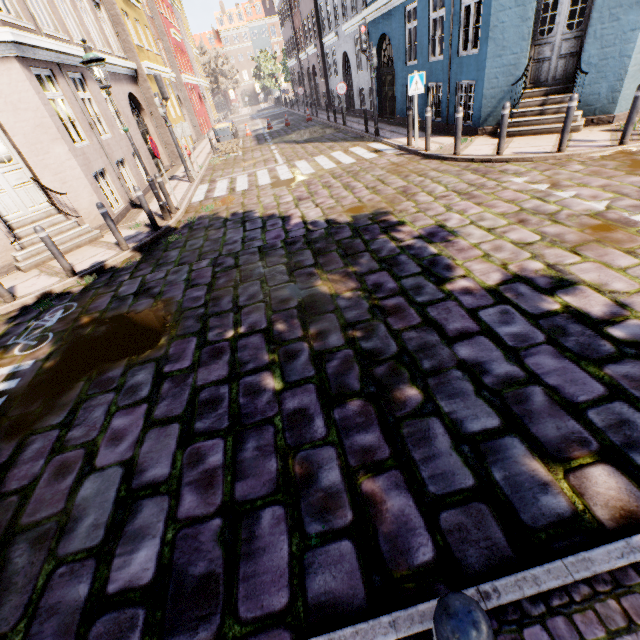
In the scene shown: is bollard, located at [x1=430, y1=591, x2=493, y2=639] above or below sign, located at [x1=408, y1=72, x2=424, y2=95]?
below

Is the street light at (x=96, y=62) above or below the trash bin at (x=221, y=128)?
above

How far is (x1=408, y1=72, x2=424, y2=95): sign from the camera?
9.24m

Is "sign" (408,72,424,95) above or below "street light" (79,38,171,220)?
below

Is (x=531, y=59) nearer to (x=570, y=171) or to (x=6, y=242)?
(x=570, y=171)

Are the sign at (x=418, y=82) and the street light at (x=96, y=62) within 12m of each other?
yes

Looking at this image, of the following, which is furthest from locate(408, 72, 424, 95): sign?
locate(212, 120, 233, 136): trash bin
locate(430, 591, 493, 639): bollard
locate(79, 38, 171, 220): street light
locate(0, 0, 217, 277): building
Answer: locate(212, 120, 233, 136): trash bin

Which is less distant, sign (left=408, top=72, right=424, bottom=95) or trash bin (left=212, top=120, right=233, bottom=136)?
sign (left=408, top=72, right=424, bottom=95)
